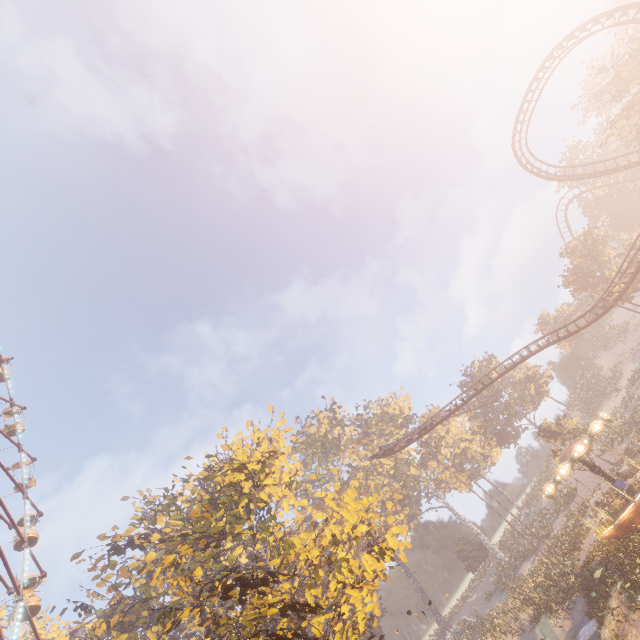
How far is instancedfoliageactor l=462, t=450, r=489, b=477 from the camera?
57.16m

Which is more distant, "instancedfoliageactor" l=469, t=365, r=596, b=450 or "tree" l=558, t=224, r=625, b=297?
"tree" l=558, t=224, r=625, b=297

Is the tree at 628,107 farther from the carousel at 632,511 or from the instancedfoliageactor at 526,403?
the carousel at 632,511

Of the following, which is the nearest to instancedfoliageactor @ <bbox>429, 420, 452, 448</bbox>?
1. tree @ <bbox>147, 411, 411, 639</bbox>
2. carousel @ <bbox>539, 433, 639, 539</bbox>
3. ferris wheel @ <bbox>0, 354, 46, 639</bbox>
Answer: carousel @ <bbox>539, 433, 639, 539</bbox>

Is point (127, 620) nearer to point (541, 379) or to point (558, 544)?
point (558, 544)

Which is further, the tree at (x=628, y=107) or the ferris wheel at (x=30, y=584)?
the tree at (x=628, y=107)

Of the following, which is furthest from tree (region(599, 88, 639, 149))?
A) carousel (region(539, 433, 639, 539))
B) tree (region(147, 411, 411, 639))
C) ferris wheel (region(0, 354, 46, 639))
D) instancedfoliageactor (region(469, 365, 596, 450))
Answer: ferris wheel (region(0, 354, 46, 639))
